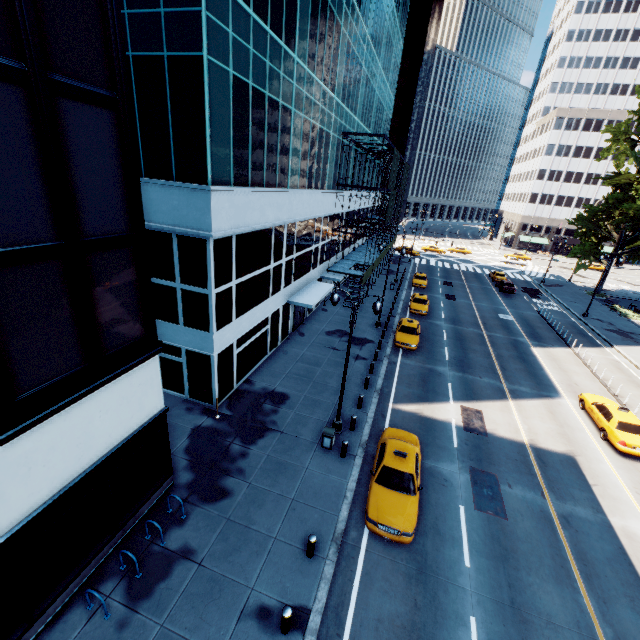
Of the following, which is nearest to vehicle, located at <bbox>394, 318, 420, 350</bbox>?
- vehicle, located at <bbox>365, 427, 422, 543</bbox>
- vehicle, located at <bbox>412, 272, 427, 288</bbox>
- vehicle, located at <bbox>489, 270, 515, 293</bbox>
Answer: vehicle, located at <bbox>365, 427, 422, 543</bbox>

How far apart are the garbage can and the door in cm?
1201

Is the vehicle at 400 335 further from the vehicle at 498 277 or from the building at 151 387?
the vehicle at 498 277

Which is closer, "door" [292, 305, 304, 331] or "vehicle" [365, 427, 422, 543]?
"vehicle" [365, 427, 422, 543]

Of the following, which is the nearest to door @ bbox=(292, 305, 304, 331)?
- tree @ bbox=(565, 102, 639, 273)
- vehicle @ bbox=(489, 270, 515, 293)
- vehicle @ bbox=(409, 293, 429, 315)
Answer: vehicle @ bbox=(409, 293, 429, 315)

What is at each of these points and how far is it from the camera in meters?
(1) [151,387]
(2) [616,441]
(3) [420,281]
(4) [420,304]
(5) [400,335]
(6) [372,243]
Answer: (1) building, 10.5
(2) vehicle, 17.0
(3) vehicle, 42.8
(4) vehicle, 33.8
(5) vehicle, 26.2
(6) scaffolding, 48.9

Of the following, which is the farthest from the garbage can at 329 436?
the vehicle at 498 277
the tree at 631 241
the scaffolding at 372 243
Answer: the vehicle at 498 277

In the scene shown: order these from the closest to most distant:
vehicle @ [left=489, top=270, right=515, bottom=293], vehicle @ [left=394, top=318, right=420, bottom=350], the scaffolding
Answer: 1. vehicle @ [left=394, top=318, right=420, bottom=350]
2. the scaffolding
3. vehicle @ [left=489, top=270, right=515, bottom=293]
